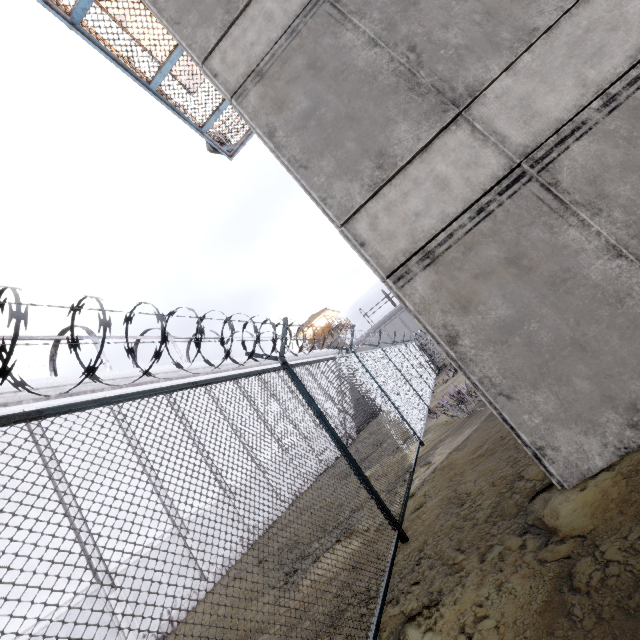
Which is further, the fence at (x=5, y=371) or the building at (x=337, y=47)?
the building at (x=337, y=47)

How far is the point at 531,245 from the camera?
3.6m

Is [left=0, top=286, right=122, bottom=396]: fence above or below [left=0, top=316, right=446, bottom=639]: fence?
above

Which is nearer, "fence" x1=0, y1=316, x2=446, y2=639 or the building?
"fence" x1=0, y1=316, x2=446, y2=639

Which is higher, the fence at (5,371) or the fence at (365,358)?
the fence at (5,371)

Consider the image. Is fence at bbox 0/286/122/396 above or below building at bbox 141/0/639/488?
above
